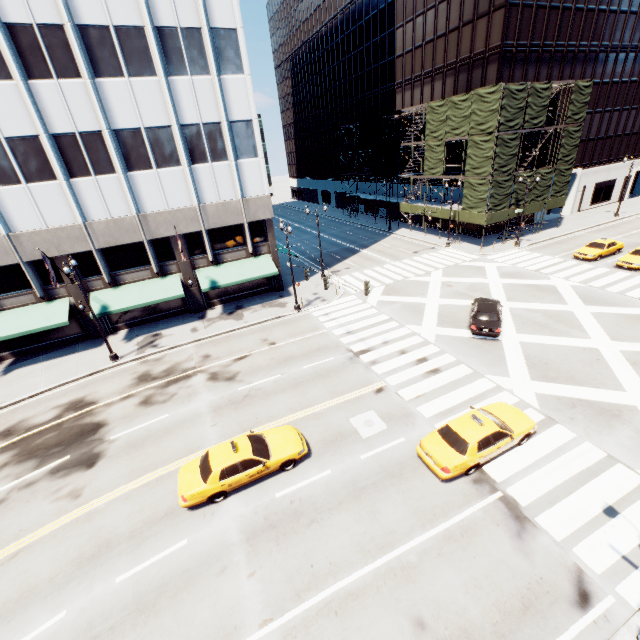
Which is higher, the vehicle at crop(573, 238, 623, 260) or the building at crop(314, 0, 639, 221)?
the building at crop(314, 0, 639, 221)

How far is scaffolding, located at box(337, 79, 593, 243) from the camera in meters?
32.0

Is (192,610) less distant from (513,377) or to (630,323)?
(513,377)

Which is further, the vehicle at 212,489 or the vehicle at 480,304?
the vehicle at 480,304

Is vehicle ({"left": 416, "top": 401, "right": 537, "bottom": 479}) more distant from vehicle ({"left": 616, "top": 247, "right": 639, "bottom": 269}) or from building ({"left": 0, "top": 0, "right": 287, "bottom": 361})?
vehicle ({"left": 616, "top": 247, "right": 639, "bottom": 269})

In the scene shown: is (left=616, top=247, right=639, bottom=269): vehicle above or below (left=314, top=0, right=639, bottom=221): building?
below

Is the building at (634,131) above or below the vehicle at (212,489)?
above

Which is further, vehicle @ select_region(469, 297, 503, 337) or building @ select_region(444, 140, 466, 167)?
building @ select_region(444, 140, 466, 167)
